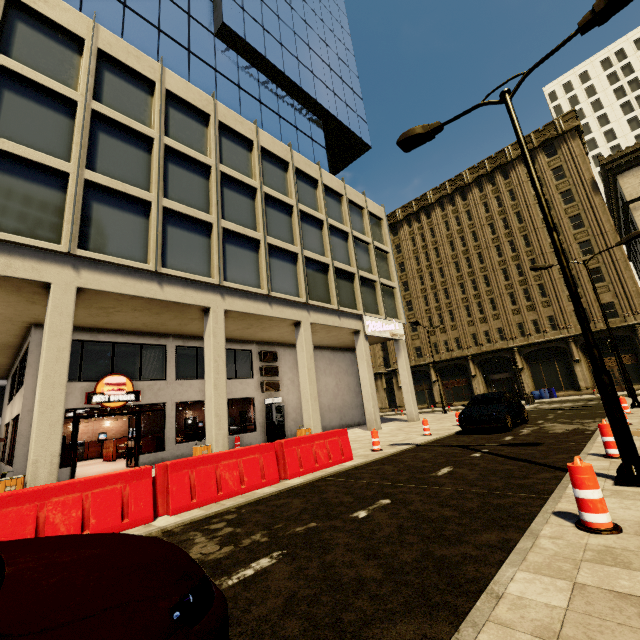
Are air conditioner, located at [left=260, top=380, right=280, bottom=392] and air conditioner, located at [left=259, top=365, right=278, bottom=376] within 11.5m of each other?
yes

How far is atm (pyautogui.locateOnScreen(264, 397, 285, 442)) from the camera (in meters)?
18.03

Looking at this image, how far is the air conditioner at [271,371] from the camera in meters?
19.3 m

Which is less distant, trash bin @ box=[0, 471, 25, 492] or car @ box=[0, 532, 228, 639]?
car @ box=[0, 532, 228, 639]

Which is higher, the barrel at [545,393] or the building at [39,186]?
the building at [39,186]

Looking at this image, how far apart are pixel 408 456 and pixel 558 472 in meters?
4.1 m

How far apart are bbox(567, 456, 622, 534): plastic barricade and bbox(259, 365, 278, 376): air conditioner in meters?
16.7 m

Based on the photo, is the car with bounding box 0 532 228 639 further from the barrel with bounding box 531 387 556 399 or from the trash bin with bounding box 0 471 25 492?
the barrel with bounding box 531 387 556 399
